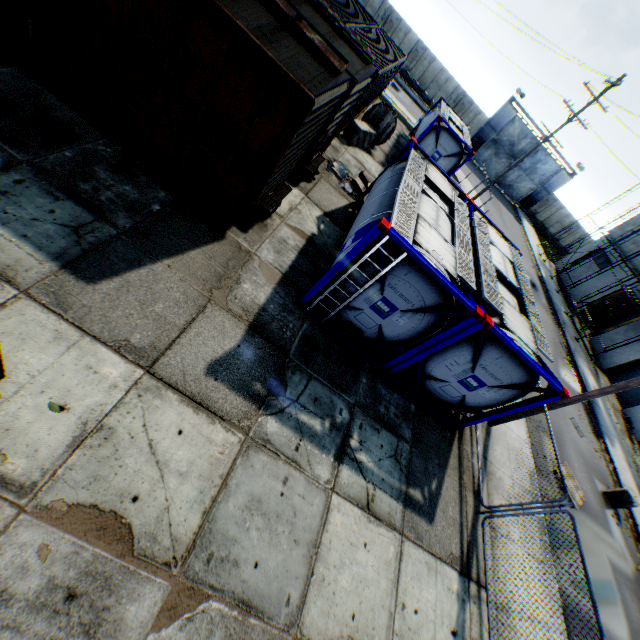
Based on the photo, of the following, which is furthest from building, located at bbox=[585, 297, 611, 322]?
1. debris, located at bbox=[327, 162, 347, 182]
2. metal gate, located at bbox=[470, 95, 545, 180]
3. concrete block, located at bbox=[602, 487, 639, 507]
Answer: debris, located at bbox=[327, 162, 347, 182]

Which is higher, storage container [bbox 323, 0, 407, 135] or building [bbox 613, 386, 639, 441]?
storage container [bbox 323, 0, 407, 135]

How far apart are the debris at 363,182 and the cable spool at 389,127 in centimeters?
505cm

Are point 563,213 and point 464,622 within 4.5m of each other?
no

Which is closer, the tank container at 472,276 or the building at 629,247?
the tank container at 472,276

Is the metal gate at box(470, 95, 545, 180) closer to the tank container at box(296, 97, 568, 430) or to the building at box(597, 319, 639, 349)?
the building at box(597, 319, 639, 349)

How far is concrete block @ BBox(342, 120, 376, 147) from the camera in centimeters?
1523cm

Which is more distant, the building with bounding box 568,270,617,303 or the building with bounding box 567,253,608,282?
the building with bounding box 567,253,608,282
